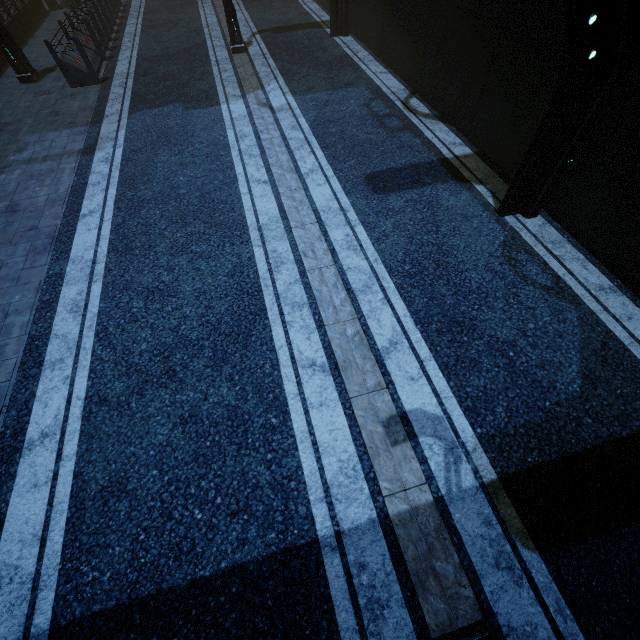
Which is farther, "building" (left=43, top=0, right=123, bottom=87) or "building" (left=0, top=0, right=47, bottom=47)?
"building" (left=0, top=0, right=47, bottom=47)

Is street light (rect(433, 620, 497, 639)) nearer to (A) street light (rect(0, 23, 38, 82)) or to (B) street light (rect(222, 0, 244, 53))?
(B) street light (rect(222, 0, 244, 53))

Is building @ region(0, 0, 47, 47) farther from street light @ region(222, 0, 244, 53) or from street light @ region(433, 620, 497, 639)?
street light @ region(433, 620, 497, 639)

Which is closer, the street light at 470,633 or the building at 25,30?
the street light at 470,633

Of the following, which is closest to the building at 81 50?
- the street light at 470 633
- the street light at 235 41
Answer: the street light at 235 41

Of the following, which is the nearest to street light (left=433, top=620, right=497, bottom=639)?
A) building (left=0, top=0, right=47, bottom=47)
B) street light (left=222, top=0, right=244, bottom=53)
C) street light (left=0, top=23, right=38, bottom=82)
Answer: building (left=0, top=0, right=47, bottom=47)

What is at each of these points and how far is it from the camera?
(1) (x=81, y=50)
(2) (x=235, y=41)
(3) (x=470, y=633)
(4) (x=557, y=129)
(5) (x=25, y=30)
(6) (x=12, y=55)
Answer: (1) building, 10.45m
(2) street light, 12.09m
(3) street light, 2.90m
(4) building, 5.18m
(5) building, 14.68m
(6) street light, 10.85m
